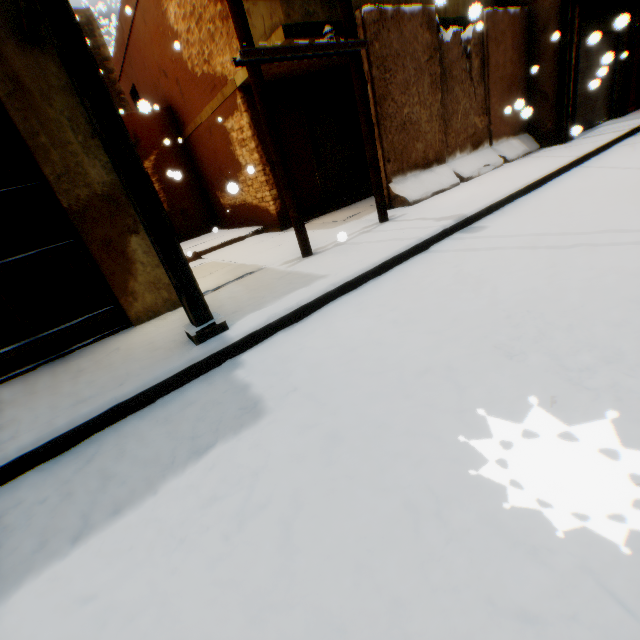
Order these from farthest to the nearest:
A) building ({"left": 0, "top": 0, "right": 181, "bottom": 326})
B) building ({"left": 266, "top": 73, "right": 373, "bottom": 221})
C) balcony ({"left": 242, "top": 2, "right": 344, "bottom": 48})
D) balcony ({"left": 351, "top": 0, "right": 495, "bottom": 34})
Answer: building ({"left": 266, "top": 73, "right": 373, "bottom": 221}), balcony ({"left": 351, "top": 0, "right": 495, "bottom": 34}), balcony ({"left": 242, "top": 2, "right": 344, "bottom": 48}), building ({"left": 0, "top": 0, "right": 181, "bottom": 326})

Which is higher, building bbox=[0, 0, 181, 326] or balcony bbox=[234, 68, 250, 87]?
balcony bbox=[234, 68, 250, 87]

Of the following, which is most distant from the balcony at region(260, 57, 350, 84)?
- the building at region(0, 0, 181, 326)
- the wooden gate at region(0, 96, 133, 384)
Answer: the wooden gate at region(0, 96, 133, 384)

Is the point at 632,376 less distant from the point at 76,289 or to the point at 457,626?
the point at 457,626

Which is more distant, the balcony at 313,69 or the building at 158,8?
the building at 158,8

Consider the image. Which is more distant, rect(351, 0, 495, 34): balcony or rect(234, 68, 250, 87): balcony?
A: rect(234, 68, 250, 87): balcony

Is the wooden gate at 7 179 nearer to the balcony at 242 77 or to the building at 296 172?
the building at 296 172
